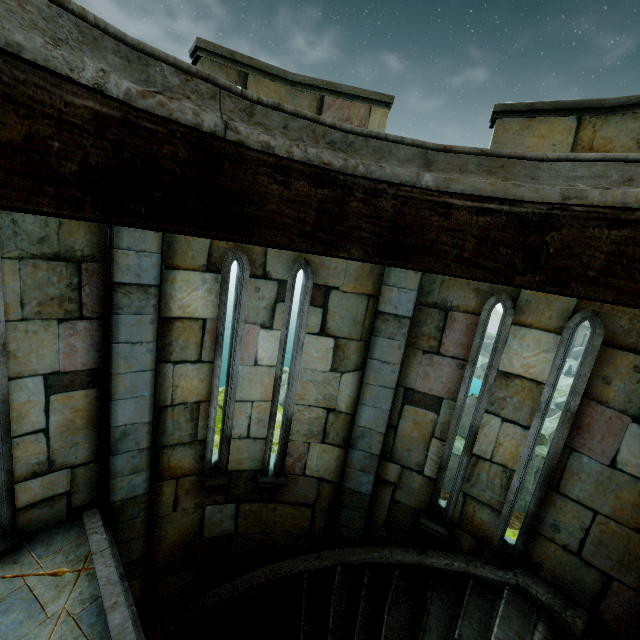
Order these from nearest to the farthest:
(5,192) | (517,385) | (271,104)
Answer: (5,192) → (271,104) → (517,385)

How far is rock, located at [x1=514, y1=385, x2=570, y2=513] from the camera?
15.4m

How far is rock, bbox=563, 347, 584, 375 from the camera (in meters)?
42.60

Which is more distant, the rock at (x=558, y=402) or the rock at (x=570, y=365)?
the rock at (x=570, y=365)

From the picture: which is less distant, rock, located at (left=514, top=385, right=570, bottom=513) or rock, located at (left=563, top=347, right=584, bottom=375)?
rock, located at (left=514, top=385, right=570, bottom=513)

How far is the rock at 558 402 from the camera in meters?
15.4 m
